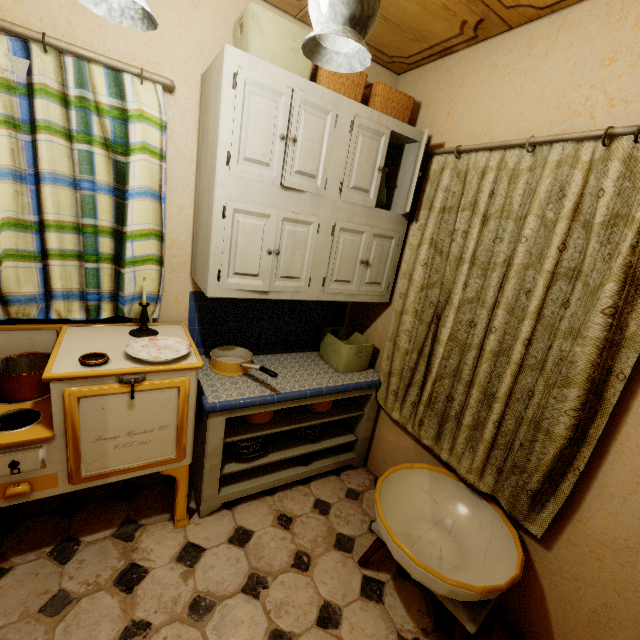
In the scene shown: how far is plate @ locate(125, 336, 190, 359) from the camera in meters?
1.6

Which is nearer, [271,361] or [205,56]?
[205,56]

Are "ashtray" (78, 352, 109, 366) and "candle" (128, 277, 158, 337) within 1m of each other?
yes

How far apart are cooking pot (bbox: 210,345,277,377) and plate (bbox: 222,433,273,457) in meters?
0.4 m

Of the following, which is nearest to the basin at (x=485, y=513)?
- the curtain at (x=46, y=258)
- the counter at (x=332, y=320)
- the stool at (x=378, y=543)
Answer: the stool at (x=378, y=543)

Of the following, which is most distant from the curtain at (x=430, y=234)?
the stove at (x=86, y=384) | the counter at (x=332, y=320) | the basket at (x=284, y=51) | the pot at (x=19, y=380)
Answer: the pot at (x=19, y=380)

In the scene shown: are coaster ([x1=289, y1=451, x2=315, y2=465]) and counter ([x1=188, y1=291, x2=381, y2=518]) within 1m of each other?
yes

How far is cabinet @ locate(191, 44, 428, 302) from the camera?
1.5 meters
